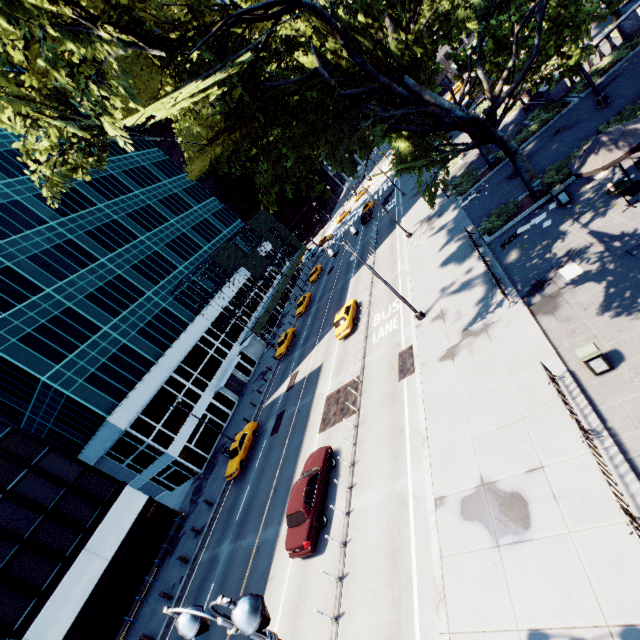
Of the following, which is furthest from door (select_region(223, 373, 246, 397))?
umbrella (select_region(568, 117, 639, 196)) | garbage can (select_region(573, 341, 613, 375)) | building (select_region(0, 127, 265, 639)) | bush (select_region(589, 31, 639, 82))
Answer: bush (select_region(589, 31, 639, 82))

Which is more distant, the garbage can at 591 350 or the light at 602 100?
the light at 602 100

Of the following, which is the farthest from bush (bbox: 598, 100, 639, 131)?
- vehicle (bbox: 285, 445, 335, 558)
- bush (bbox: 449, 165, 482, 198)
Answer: vehicle (bbox: 285, 445, 335, 558)

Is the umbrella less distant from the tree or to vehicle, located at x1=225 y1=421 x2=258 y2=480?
the tree

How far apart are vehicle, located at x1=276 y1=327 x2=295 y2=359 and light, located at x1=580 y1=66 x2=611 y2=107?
33.09m

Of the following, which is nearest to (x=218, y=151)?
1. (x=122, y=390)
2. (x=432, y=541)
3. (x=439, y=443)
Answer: (x=439, y=443)

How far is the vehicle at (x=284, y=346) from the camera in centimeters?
3909cm

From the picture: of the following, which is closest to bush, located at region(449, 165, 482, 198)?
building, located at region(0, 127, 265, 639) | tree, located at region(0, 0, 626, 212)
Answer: tree, located at region(0, 0, 626, 212)
